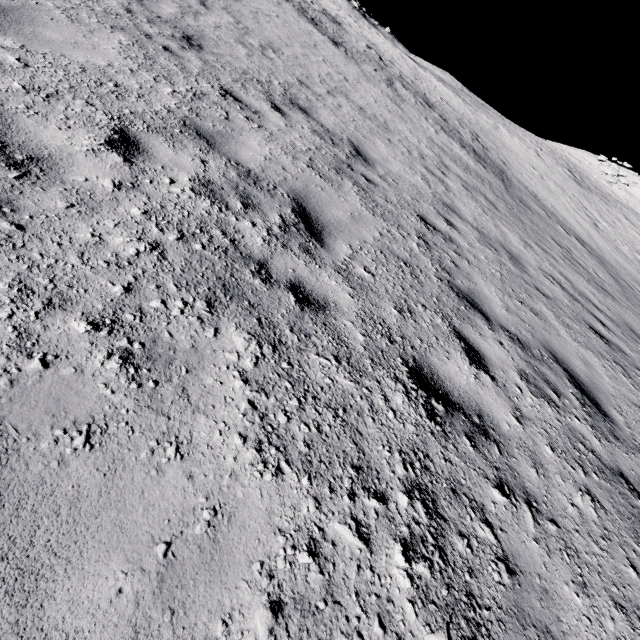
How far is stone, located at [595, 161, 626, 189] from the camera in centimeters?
3419cm

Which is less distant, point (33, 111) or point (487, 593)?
point (487, 593)

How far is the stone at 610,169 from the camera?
34.2 meters
